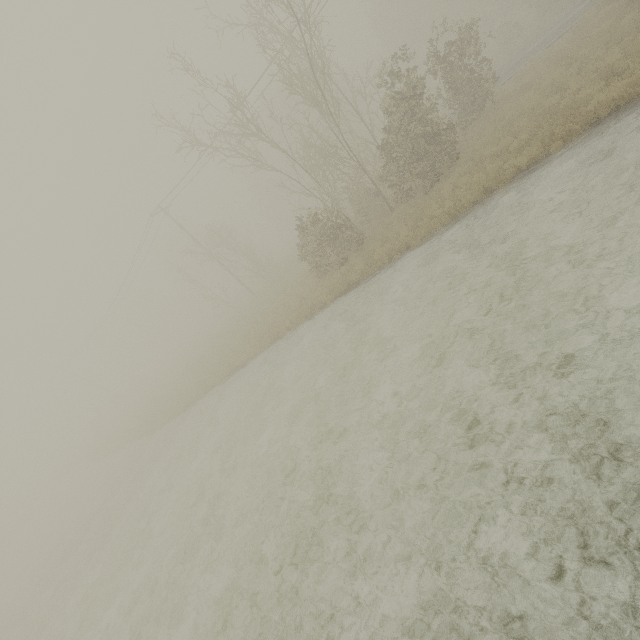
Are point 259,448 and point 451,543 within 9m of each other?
yes
